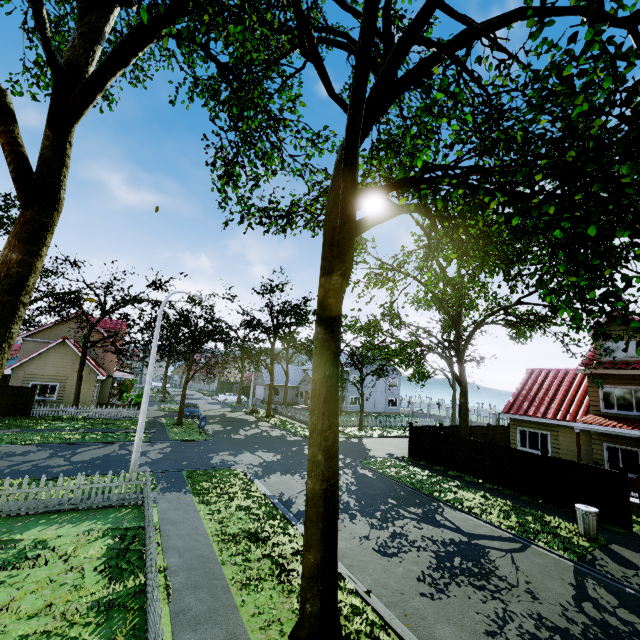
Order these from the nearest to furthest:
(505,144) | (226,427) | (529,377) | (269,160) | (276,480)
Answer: (505,144) < (276,480) < (269,160) < (529,377) < (226,427)

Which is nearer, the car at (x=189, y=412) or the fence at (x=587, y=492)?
the fence at (x=587, y=492)

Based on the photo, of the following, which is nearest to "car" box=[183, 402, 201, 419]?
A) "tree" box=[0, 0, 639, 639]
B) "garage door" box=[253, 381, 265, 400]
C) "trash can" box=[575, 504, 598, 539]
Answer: "tree" box=[0, 0, 639, 639]

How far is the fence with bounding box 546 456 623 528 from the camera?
12.5 meters

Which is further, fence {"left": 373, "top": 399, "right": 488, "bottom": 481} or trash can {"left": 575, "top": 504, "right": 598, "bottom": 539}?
fence {"left": 373, "top": 399, "right": 488, "bottom": 481}

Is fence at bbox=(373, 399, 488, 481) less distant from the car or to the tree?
the tree

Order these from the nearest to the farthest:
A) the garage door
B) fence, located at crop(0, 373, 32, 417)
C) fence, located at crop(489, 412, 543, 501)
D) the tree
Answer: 1. the tree
2. fence, located at crop(489, 412, 543, 501)
3. fence, located at crop(0, 373, 32, 417)
4. the garage door
